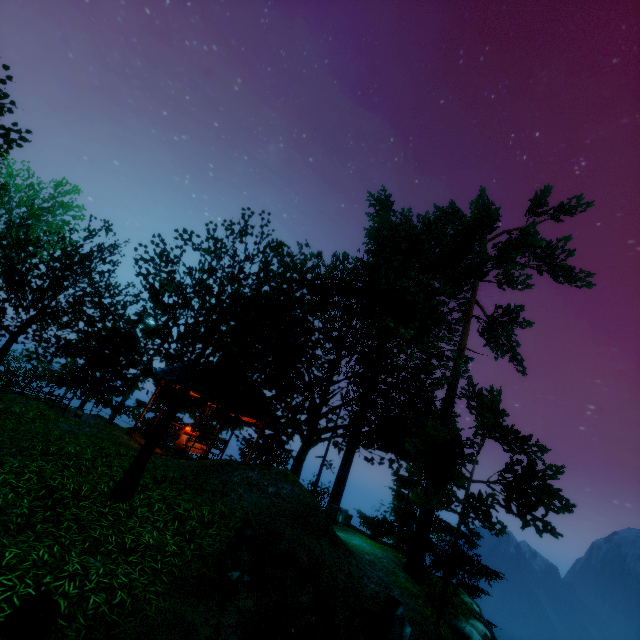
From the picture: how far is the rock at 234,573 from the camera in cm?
565

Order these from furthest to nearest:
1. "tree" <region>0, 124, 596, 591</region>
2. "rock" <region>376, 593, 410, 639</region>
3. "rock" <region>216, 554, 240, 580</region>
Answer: "tree" <region>0, 124, 596, 591</region> < "rock" <region>376, 593, 410, 639</region> < "rock" <region>216, 554, 240, 580</region>

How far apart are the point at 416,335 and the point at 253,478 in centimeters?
1087cm

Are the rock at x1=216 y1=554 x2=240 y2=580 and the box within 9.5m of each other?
no

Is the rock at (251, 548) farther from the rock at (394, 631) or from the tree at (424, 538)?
the rock at (394, 631)

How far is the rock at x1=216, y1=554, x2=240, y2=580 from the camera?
5.7m

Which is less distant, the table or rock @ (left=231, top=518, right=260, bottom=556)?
rock @ (left=231, top=518, right=260, bottom=556)

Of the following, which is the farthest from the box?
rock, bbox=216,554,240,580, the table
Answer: rock, bbox=216,554,240,580
